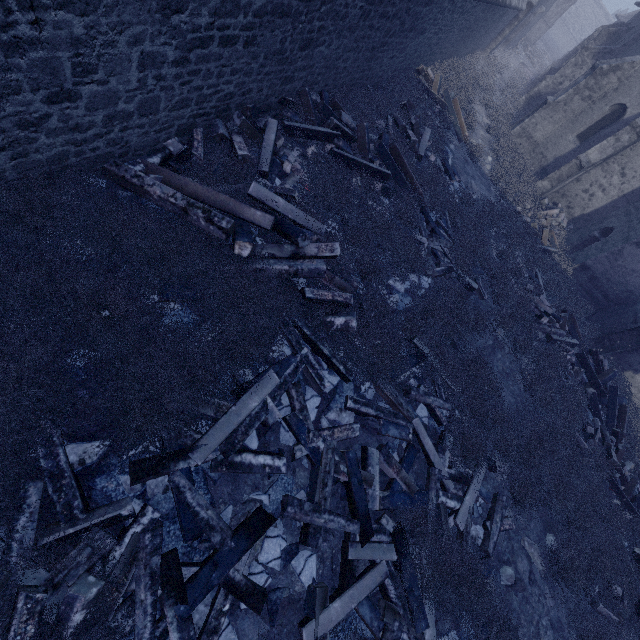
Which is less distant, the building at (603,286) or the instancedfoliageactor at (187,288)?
the instancedfoliageactor at (187,288)

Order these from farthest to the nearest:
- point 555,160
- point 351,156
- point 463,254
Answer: point 555,160
point 463,254
point 351,156

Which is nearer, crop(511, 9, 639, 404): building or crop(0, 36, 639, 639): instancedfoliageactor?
crop(0, 36, 639, 639): instancedfoliageactor

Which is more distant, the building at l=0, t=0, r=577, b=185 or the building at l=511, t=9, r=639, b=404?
the building at l=511, t=9, r=639, b=404

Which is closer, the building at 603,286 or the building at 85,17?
the building at 85,17

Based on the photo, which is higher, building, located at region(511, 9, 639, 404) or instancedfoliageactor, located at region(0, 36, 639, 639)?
building, located at region(511, 9, 639, 404)
